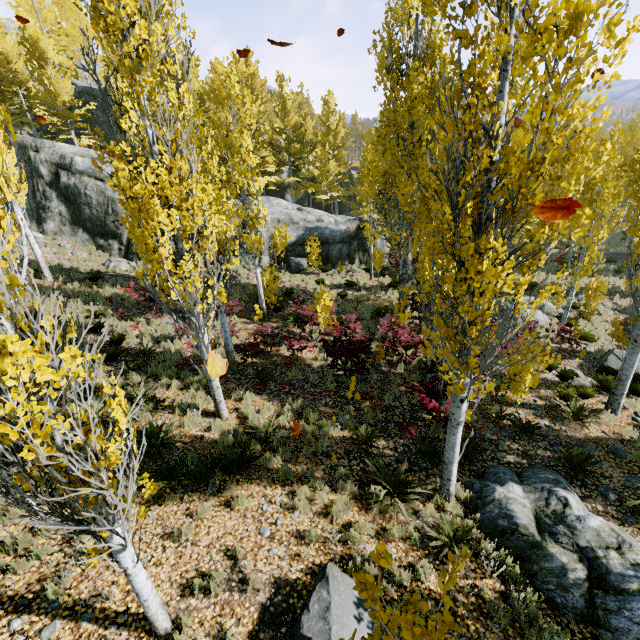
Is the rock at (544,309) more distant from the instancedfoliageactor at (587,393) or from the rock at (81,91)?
the rock at (81,91)

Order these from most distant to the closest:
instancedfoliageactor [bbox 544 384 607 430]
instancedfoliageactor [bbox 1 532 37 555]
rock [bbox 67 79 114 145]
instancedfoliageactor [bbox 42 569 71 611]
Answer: rock [bbox 67 79 114 145] < instancedfoliageactor [bbox 544 384 607 430] < instancedfoliageactor [bbox 1 532 37 555] < instancedfoliageactor [bbox 42 569 71 611]

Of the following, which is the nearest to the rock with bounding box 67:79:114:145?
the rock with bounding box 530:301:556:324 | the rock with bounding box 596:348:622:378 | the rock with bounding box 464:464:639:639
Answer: the rock with bounding box 530:301:556:324

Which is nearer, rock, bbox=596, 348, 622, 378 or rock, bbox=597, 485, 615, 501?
rock, bbox=597, 485, 615, 501

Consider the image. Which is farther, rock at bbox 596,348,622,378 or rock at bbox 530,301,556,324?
rock at bbox 530,301,556,324

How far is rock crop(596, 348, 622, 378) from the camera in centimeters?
1157cm

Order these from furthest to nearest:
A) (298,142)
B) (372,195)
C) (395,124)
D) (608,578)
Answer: (298,142)
(372,195)
(395,124)
(608,578)

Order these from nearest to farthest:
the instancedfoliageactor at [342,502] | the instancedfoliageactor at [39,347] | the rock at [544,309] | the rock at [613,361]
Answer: the instancedfoliageactor at [39,347], the instancedfoliageactor at [342,502], the rock at [613,361], the rock at [544,309]
